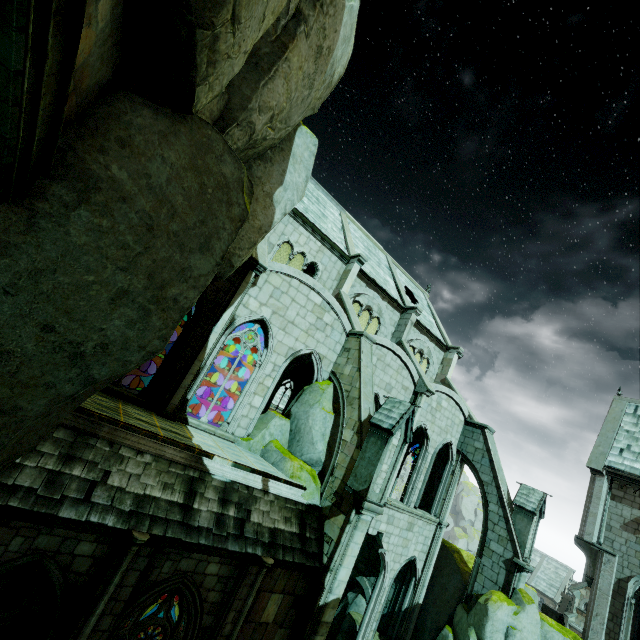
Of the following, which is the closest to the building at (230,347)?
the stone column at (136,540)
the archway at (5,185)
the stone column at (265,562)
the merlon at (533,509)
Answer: the merlon at (533,509)

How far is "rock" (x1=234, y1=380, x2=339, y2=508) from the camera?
11.48m

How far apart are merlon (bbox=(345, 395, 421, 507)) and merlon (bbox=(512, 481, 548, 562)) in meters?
10.9

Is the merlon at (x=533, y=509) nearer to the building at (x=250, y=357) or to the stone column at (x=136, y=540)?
the building at (x=250, y=357)

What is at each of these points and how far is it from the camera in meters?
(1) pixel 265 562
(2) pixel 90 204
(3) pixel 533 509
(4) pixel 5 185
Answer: (1) stone column, 8.7
(2) rock, 3.8
(3) merlon, 16.4
(4) archway, 3.2

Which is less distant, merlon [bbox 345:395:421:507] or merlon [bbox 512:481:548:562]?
merlon [bbox 345:395:421:507]

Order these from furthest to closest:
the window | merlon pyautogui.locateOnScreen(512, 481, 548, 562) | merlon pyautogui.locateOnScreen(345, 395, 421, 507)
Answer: merlon pyautogui.locateOnScreen(512, 481, 548, 562) < merlon pyautogui.locateOnScreen(345, 395, 421, 507) < the window

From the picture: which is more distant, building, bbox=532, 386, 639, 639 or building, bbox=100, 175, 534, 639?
building, bbox=532, 386, 639, 639
